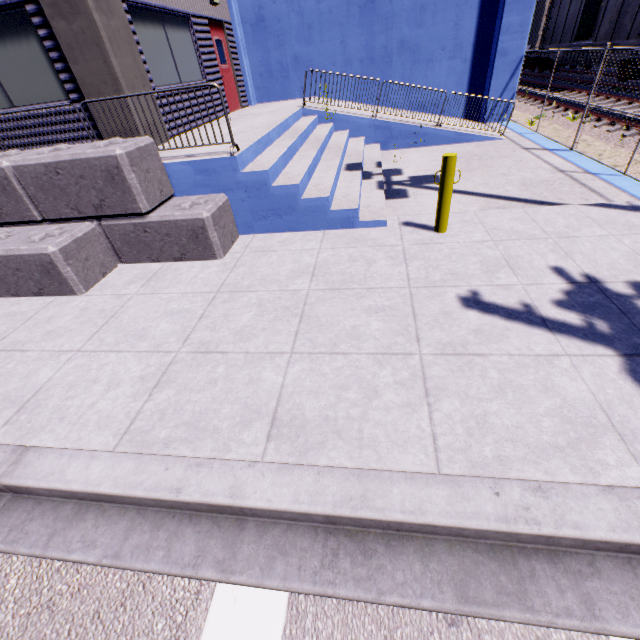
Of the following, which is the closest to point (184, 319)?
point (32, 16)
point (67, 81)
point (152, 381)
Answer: point (152, 381)

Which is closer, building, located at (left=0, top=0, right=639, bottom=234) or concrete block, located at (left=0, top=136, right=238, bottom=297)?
concrete block, located at (left=0, top=136, right=238, bottom=297)

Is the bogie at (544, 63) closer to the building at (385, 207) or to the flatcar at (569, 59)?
the flatcar at (569, 59)

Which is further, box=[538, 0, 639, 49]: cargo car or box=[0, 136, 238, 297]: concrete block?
box=[538, 0, 639, 49]: cargo car

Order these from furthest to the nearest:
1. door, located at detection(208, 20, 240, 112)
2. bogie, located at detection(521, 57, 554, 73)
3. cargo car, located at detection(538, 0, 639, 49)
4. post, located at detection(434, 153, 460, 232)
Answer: bogie, located at detection(521, 57, 554, 73), cargo car, located at detection(538, 0, 639, 49), door, located at detection(208, 20, 240, 112), post, located at detection(434, 153, 460, 232)

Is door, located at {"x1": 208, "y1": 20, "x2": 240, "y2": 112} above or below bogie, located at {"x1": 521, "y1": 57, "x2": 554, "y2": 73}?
above

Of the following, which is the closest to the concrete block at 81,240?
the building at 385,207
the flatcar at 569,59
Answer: the building at 385,207

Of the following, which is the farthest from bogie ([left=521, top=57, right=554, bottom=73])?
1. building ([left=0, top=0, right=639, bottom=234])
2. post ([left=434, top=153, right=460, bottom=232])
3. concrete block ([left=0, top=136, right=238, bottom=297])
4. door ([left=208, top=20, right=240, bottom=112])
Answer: post ([left=434, top=153, right=460, bottom=232])
